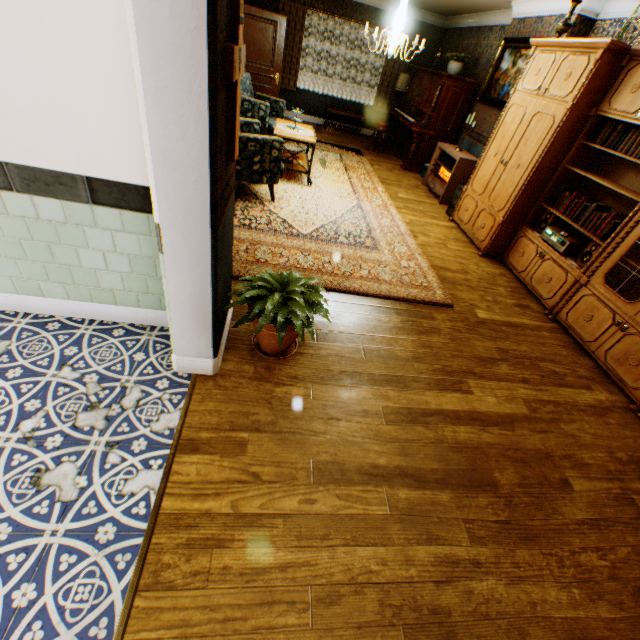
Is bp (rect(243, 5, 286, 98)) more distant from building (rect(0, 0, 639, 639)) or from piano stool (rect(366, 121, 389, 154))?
piano stool (rect(366, 121, 389, 154))

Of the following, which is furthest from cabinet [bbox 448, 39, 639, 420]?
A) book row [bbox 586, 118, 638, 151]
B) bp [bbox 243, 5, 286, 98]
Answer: bp [bbox 243, 5, 286, 98]

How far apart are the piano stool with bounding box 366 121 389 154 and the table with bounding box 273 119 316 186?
3.2m

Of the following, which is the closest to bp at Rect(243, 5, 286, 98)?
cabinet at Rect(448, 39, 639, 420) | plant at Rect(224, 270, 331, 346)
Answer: cabinet at Rect(448, 39, 639, 420)

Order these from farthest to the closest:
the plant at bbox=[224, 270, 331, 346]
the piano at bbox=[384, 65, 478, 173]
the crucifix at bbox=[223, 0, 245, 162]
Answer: the piano at bbox=[384, 65, 478, 173] → the plant at bbox=[224, 270, 331, 346] → the crucifix at bbox=[223, 0, 245, 162]

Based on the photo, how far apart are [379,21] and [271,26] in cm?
354

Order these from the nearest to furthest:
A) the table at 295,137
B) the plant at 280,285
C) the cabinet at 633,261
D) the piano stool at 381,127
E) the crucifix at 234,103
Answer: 1. the crucifix at 234,103
2. the plant at 280,285
3. the cabinet at 633,261
4. the table at 295,137
5. the piano stool at 381,127

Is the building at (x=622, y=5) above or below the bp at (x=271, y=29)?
above
